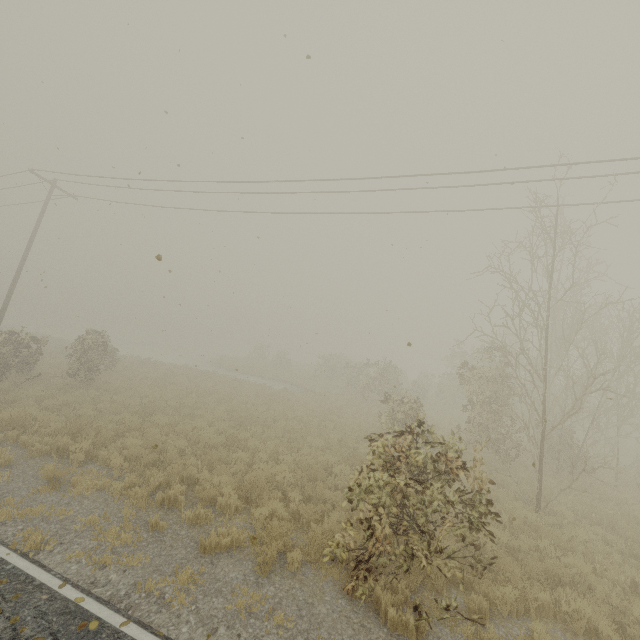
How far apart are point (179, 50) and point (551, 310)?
17.8m
